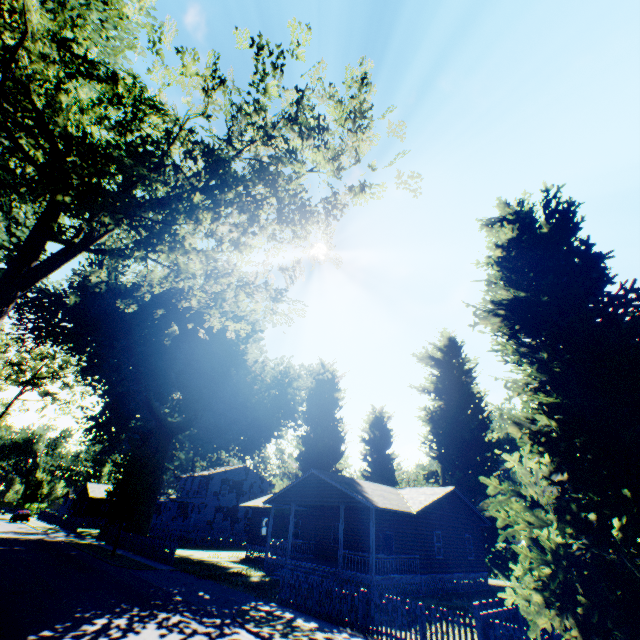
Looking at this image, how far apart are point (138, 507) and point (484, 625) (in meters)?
25.56

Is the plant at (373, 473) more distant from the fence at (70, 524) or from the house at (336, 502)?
the fence at (70, 524)

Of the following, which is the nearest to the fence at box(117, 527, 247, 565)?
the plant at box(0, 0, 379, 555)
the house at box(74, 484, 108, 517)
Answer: the plant at box(0, 0, 379, 555)

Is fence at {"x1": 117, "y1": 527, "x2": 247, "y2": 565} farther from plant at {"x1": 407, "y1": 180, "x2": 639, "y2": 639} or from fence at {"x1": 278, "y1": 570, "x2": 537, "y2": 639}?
fence at {"x1": 278, "y1": 570, "x2": 537, "y2": 639}

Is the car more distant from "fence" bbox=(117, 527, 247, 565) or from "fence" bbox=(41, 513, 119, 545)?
"fence" bbox=(117, 527, 247, 565)

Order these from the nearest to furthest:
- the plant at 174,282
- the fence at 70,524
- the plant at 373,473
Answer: the plant at 174,282, the fence at 70,524, the plant at 373,473

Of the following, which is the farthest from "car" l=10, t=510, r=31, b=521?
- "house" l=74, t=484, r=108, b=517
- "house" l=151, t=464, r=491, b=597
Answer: "house" l=151, t=464, r=491, b=597

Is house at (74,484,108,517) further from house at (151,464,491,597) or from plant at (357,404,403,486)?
house at (151,464,491,597)
